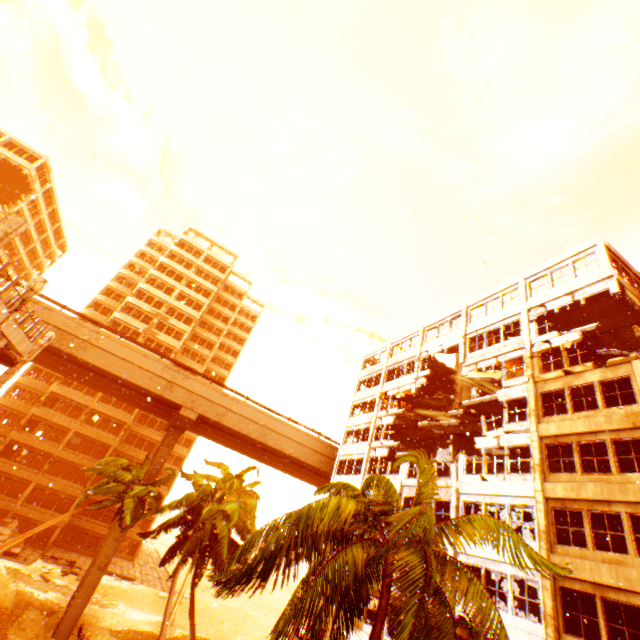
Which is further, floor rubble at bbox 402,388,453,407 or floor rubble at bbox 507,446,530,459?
floor rubble at bbox 402,388,453,407

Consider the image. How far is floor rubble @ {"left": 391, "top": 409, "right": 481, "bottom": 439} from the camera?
23.2 meters

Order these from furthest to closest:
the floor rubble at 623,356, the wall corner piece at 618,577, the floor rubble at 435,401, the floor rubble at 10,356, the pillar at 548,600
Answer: the floor rubble at 435,401
the floor rubble at 10,356
the floor rubble at 623,356
the pillar at 548,600
the wall corner piece at 618,577

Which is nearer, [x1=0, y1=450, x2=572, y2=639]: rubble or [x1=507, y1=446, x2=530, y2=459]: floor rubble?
[x1=0, y1=450, x2=572, y2=639]: rubble

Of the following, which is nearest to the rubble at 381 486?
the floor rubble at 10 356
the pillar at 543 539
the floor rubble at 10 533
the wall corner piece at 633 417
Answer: the pillar at 543 539

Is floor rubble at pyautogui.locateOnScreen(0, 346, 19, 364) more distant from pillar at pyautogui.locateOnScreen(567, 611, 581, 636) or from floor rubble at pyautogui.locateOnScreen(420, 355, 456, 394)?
floor rubble at pyautogui.locateOnScreen(420, 355, 456, 394)

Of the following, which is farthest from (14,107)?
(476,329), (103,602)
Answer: (103,602)

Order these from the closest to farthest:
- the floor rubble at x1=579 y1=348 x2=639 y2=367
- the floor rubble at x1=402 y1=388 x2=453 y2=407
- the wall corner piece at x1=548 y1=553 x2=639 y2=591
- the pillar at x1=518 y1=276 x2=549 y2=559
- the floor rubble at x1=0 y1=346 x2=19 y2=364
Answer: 1. the wall corner piece at x1=548 y1=553 x2=639 y2=591
2. the pillar at x1=518 y1=276 x2=549 y2=559
3. the floor rubble at x1=579 y1=348 x2=639 y2=367
4. the floor rubble at x1=0 y1=346 x2=19 y2=364
5. the floor rubble at x1=402 y1=388 x2=453 y2=407
